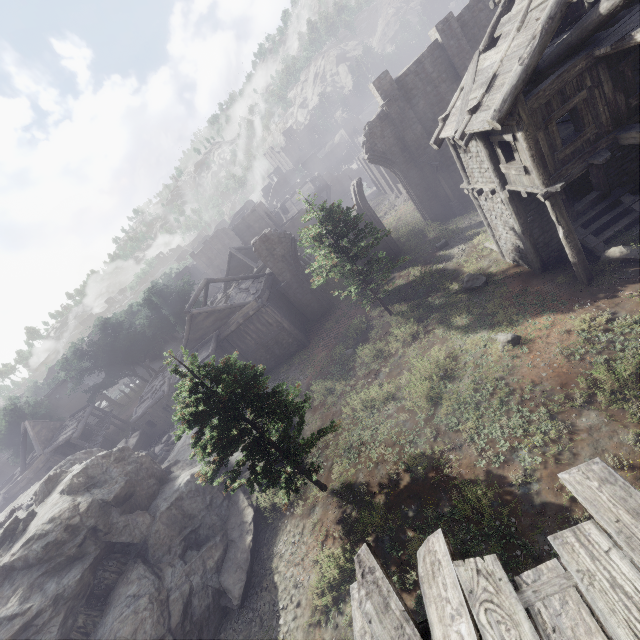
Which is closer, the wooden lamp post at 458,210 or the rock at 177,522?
the rock at 177,522

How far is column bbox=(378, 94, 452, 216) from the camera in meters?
23.1

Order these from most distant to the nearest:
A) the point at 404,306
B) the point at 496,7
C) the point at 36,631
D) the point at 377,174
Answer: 1. the point at 377,174
2. the point at 496,7
3. the point at 404,306
4. the point at 36,631

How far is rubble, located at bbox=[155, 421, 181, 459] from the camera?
23.87m

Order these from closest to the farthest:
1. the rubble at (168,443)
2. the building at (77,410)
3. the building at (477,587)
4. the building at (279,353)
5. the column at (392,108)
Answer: the building at (477,587), the column at (392,108), the rubble at (168,443), the building at (279,353), the building at (77,410)

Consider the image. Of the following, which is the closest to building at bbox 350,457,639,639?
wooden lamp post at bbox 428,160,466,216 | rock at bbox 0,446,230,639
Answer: rock at bbox 0,446,230,639

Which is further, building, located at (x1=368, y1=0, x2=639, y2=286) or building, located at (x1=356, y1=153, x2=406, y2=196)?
building, located at (x1=356, y1=153, x2=406, y2=196)

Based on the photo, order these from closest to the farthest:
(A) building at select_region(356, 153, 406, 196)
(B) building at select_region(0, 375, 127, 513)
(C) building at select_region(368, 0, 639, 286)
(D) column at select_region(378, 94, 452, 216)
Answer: (C) building at select_region(368, 0, 639, 286), (D) column at select_region(378, 94, 452, 216), (B) building at select_region(0, 375, 127, 513), (A) building at select_region(356, 153, 406, 196)
